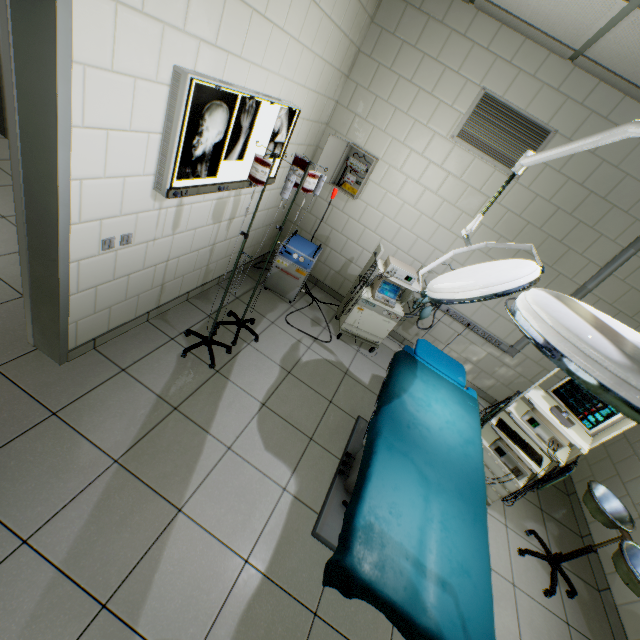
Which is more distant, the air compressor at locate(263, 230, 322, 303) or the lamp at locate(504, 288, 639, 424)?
the air compressor at locate(263, 230, 322, 303)

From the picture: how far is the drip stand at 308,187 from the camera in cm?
224

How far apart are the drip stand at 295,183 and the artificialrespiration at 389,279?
1.02m

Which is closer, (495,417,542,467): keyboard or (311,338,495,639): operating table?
(311,338,495,639): operating table

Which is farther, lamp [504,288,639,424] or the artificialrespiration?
the artificialrespiration

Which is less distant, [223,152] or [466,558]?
→ [466,558]

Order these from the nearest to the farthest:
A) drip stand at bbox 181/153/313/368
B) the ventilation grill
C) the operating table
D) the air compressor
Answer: the operating table → drip stand at bbox 181/153/313/368 → the ventilation grill → the air compressor

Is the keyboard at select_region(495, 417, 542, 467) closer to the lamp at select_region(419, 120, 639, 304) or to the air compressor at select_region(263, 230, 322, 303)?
the lamp at select_region(419, 120, 639, 304)
